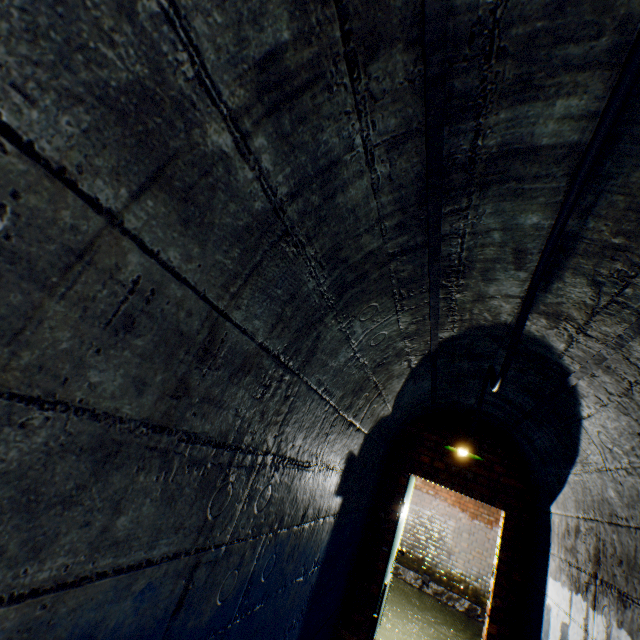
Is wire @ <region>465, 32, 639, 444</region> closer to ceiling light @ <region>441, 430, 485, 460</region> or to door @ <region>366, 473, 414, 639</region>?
ceiling light @ <region>441, 430, 485, 460</region>

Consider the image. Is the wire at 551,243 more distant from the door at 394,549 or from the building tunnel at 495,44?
the door at 394,549

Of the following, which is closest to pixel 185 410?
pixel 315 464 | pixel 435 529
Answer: pixel 315 464

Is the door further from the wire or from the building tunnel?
the wire

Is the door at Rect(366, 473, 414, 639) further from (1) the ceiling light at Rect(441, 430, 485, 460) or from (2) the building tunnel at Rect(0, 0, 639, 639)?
(1) the ceiling light at Rect(441, 430, 485, 460)

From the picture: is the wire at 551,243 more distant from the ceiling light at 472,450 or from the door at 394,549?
the door at 394,549

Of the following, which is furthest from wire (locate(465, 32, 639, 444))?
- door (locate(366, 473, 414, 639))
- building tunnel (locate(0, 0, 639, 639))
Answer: door (locate(366, 473, 414, 639))

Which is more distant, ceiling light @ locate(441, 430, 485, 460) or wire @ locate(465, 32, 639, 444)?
ceiling light @ locate(441, 430, 485, 460)
